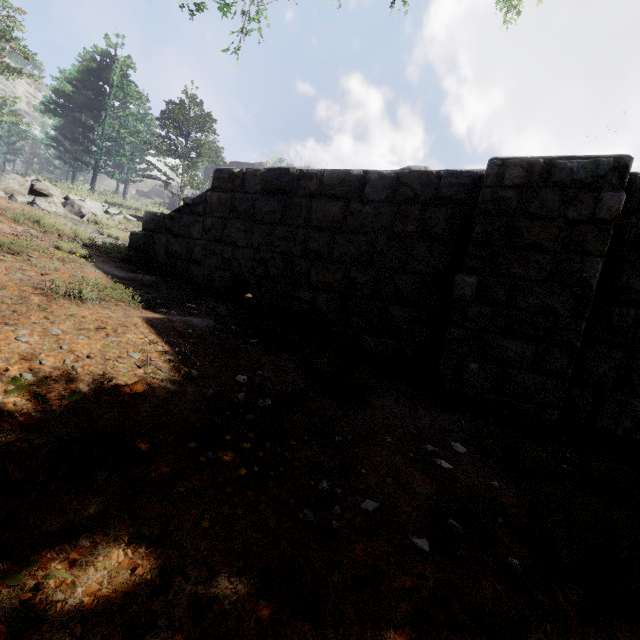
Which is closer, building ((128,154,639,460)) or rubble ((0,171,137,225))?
building ((128,154,639,460))

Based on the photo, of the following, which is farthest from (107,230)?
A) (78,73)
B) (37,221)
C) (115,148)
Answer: (78,73)

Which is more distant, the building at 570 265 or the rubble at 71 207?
the rubble at 71 207
